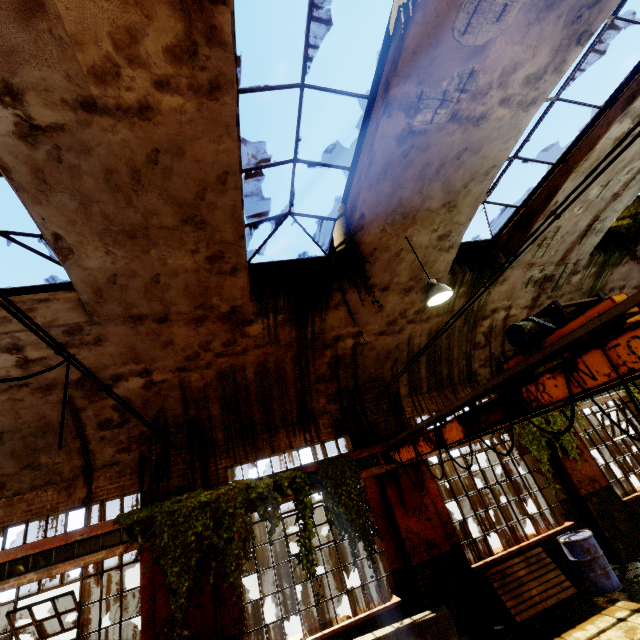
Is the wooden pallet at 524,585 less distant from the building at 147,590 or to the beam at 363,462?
the building at 147,590

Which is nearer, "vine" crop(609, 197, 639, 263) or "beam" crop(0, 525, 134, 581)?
"beam" crop(0, 525, 134, 581)

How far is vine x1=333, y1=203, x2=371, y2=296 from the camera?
5.77m

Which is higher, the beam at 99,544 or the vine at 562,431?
the beam at 99,544

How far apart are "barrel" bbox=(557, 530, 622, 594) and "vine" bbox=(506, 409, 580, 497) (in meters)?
0.73

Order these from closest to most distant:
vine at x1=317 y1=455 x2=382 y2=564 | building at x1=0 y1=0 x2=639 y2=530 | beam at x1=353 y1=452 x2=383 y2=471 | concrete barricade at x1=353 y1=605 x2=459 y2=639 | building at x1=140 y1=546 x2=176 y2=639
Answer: building at x1=0 y1=0 x2=639 y2=530, concrete barricade at x1=353 y1=605 x2=459 y2=639, building at x1=140 y1=546 x2=176 y2=639, vine at x1=317 y1=455 x2=382 y2=564, beam at x1=353 y1=452 x2=383 y2=471

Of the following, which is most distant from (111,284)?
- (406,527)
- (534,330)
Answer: (406,527)

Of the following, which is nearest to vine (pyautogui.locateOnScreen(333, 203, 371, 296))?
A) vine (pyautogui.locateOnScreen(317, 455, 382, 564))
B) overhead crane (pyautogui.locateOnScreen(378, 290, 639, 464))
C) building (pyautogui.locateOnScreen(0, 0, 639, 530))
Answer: building (pyautogui.locateOnScreen(0, 0, 639, 530))
